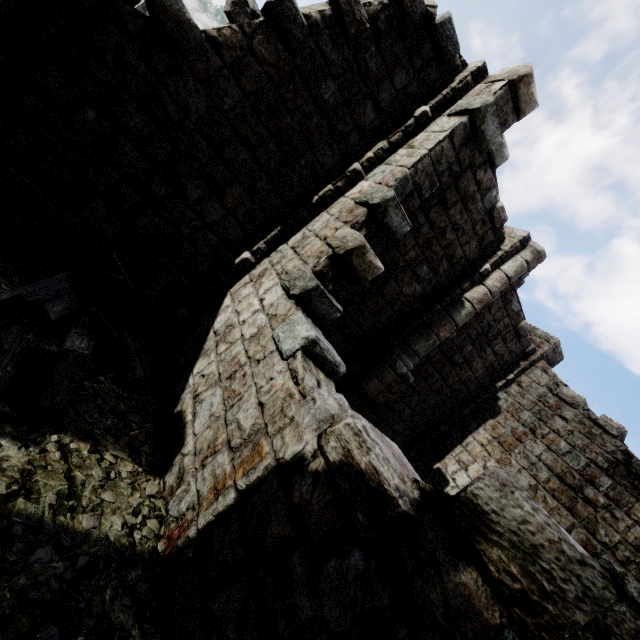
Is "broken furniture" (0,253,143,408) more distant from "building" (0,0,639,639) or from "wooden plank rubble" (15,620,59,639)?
"building" (0,0,639,639)

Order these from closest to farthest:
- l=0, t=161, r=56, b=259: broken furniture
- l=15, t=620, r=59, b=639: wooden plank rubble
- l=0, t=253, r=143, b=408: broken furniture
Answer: l=15, t=620, r=59, b=639: wooden plank rubble < l=0, t=253, r=143, b=408: broken furniture < l=0, t=161, r=56, b=259: broken furniture

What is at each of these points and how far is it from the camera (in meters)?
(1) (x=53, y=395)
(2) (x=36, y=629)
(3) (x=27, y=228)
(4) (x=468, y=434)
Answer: (1) broken furniture, 2.92
(2) wooden plank rubble, 1.81
(3) broken furniture, 4.13
(4) building, 11.03

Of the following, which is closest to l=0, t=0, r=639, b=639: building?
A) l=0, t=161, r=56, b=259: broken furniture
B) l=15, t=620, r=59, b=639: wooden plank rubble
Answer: l=15, t=620, r=59, b=639: wooden plank rubble

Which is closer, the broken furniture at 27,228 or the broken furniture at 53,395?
the broken furniture at 53,395

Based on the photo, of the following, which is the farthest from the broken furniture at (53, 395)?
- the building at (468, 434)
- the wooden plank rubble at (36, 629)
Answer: the building at (468, 434)

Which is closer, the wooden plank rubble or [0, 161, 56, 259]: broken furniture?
the wooden plank rubble
